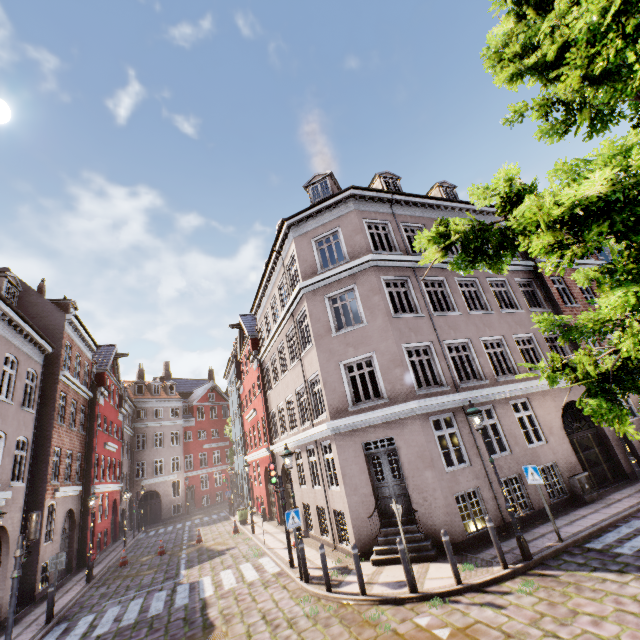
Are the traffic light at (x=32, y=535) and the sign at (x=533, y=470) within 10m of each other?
no

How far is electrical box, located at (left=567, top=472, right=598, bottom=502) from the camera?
11.51m

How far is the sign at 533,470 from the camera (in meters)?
8.99

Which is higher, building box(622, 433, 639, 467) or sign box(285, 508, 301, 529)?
sign box(285, 508, 301, 529)

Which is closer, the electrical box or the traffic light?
the traffic light

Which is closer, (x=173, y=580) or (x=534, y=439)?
(x=534, y=439)

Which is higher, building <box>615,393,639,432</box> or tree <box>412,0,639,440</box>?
tree <box>412,0,639,440</box>

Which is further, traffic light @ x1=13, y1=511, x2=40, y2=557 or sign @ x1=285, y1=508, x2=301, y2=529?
sign @ x1=285, y1=508, x2=301, y2=529
